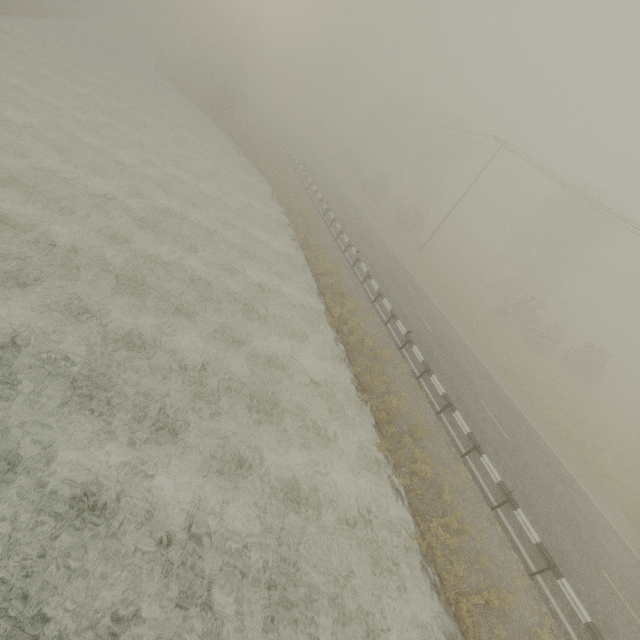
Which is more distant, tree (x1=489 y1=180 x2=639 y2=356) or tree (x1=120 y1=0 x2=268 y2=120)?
tree (x1=120 y1=0 x2=268 y2=120)

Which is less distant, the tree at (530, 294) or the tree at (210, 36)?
the tree at (530, 294)

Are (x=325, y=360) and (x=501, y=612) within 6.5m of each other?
no
